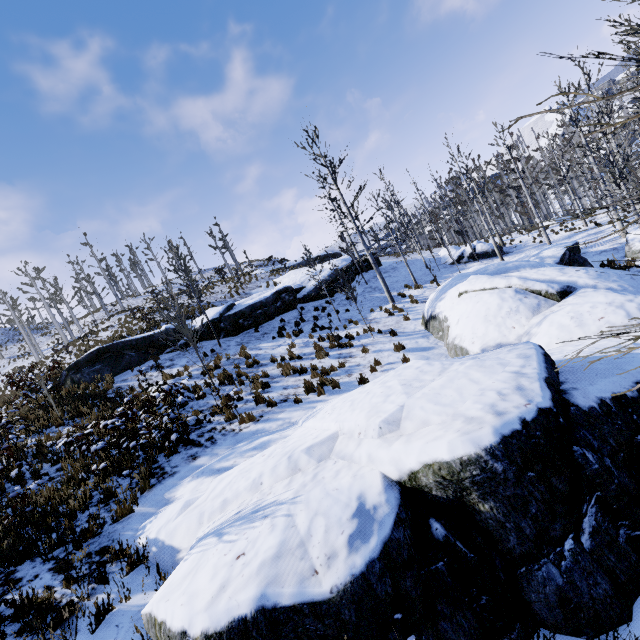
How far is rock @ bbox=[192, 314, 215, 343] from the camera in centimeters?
1670cm

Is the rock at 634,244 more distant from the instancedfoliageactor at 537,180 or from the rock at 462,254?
the rock at 462,254

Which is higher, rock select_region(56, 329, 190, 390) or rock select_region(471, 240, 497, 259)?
rock select_region(56, 329, 190, 390)

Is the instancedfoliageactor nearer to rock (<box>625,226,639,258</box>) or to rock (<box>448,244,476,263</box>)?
rock (<box>625,226,639,258</box>)

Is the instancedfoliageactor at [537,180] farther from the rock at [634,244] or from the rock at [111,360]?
the rock at [111,360]

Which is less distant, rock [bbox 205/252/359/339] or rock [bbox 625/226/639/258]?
rock [bbox 625/226/639/258]

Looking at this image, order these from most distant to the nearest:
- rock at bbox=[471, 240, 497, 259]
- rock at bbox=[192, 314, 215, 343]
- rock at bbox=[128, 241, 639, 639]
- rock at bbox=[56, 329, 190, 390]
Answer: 1. rock at bbox=[471, 240, 497, 259]
2. rock at bbox=[192, 314, 215, 343]
3. rock at bbox=[56, 329, 190, 390]
4. rock at bbox=[128, 241, 639, 639]

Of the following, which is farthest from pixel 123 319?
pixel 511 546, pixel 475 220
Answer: pixel 475 220
